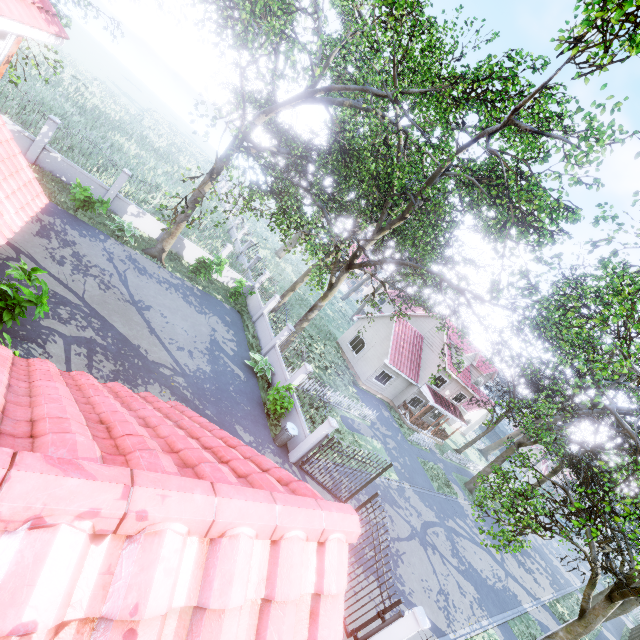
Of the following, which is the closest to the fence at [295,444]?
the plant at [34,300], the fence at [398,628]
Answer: the fence at [398,628]

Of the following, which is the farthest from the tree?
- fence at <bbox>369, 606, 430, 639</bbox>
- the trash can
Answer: the trash can

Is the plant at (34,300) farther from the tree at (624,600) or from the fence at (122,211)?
the fence at (122,211)

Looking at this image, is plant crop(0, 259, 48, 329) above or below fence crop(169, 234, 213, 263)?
above

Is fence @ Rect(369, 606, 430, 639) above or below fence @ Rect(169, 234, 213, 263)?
above

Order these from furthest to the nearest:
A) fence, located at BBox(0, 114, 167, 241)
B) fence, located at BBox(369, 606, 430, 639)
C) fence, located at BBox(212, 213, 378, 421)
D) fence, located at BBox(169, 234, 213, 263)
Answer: fence, located at BBox(169, 234, 213, 263), fence, located at BBox(212, 213, 378, 421), fence, located at BBox(0, 114, 167, 241), fence, located at BBox(369, 606, 430, 639)

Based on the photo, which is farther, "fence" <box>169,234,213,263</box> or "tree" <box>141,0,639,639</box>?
"fence" <box>169,234,213,263</box>

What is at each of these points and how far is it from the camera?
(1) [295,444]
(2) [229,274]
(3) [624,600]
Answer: (1) fence, 13.7m
(2) fence, 22.0m
(3) tree, 21.5m
